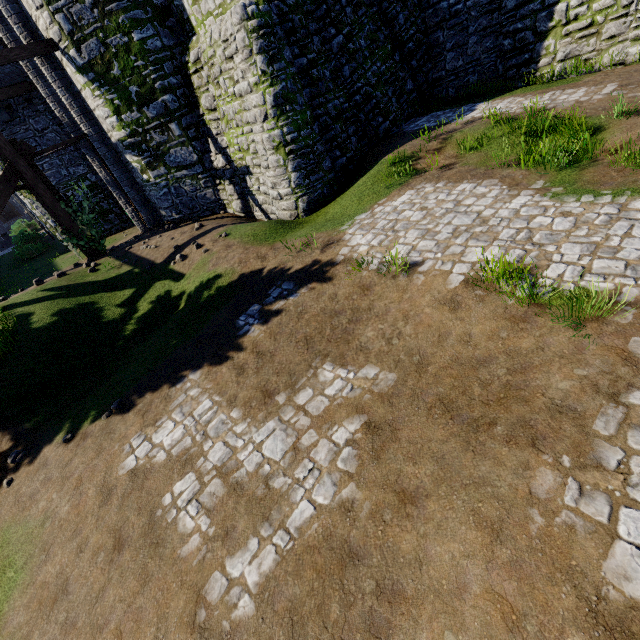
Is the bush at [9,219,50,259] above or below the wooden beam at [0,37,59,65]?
below

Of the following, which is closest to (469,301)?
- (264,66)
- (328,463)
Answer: (328,463)

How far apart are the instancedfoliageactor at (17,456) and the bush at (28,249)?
32.1m

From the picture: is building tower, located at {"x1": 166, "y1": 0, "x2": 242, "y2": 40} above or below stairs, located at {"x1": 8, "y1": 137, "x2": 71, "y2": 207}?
above

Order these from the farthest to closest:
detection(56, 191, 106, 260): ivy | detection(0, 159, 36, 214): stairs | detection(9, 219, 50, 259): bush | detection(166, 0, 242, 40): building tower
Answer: detection(9, 219, 50, 259): bush < detection(56, 191, 106, 260): ivy < detection(0, 159, 36, 214): stairs < detection(166, 0, 242, 40): building tower

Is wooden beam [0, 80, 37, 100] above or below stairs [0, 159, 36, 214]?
above

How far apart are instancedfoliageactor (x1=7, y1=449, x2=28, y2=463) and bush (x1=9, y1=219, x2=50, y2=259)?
32.1 meters

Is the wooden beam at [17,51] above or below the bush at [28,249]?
above
